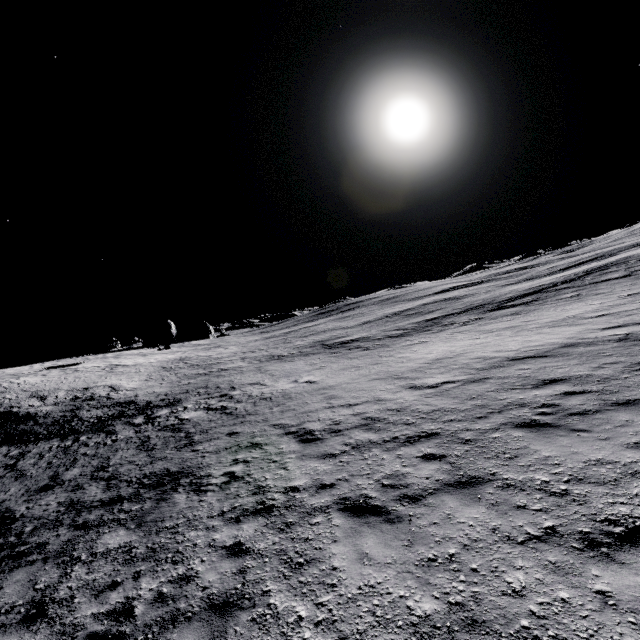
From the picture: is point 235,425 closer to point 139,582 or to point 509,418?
point 139,582
